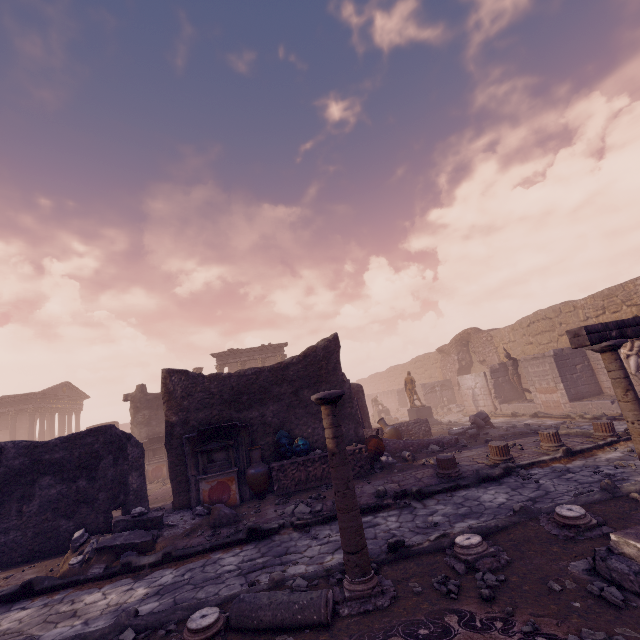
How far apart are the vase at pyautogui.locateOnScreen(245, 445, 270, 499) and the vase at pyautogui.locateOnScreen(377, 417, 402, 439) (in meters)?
5.61

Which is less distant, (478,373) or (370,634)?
(370,634)

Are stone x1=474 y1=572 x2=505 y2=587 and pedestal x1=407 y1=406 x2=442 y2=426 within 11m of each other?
no

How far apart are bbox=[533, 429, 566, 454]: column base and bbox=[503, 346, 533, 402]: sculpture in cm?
882

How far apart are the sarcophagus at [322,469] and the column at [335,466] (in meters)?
4.84

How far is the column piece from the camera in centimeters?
354cm

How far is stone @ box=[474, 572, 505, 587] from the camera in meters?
3.7

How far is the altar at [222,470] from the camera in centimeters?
871cm
